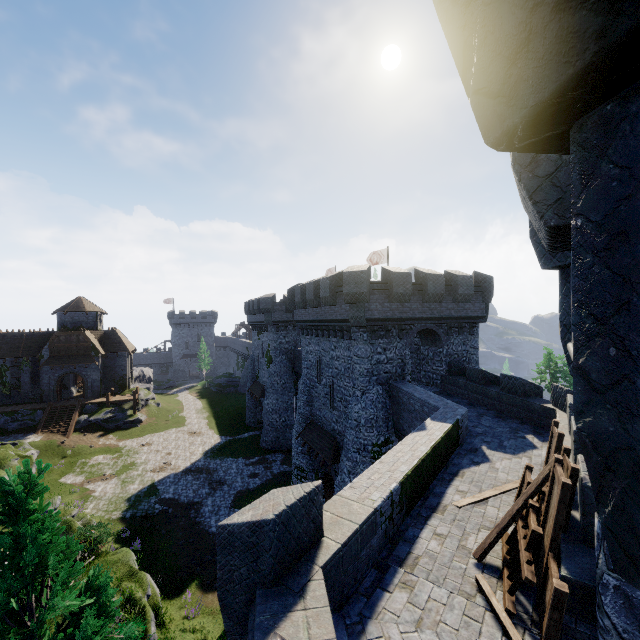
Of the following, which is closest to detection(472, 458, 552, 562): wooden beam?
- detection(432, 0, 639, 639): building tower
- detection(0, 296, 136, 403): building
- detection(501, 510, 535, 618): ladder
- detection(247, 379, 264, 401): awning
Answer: detection(501, 510, 535, 618): ladder

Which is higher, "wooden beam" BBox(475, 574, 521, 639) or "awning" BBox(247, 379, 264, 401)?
"wooden beam" BBox(475, 574, 521, 639)

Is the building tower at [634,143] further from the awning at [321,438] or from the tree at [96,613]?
the awning at [321,438]

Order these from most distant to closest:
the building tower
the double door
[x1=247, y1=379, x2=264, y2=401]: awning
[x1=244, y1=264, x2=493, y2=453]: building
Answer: the double door, [x1=247, y1=379, x2=264, y2=401]: awning, [x1=244, y1=264, x2=493, y2=453]: building, the building tower

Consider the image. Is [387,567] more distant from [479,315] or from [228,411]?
[228,411]

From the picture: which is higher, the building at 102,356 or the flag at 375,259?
the flag at 375,259

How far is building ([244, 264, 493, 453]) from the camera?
18.8m

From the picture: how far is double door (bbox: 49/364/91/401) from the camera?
41.2 meters
